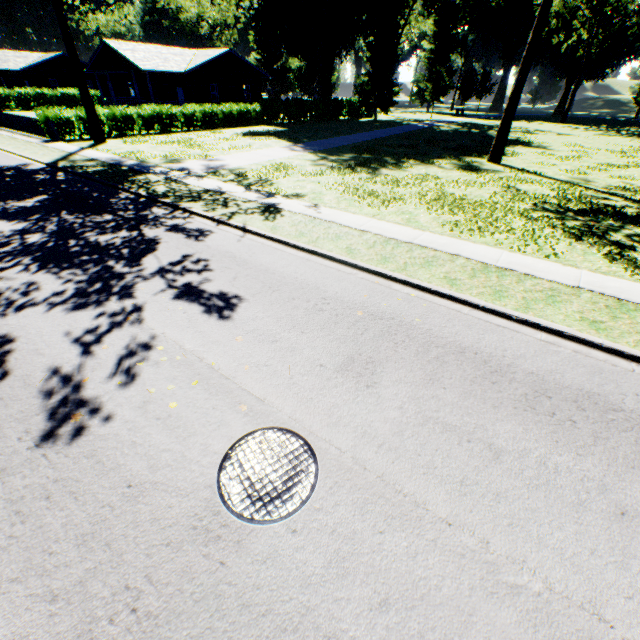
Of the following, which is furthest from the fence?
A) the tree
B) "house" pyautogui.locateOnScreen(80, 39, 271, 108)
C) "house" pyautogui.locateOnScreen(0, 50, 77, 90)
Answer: "house" pyautogui.locateOnScreen(0, 50, 77, 90)

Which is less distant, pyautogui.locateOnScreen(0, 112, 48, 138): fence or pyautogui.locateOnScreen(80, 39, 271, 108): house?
pyautogui.locateOnScreen(0, 112, 48, 138): fence

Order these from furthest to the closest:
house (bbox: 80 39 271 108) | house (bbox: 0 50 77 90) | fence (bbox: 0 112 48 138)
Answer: house (bbox: 0 50 77 90) → house (bbox: 80 39 271 108) → fence (bbox: 0 112 48 138)

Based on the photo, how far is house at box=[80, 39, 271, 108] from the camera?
31.2m

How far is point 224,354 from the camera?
5.3m

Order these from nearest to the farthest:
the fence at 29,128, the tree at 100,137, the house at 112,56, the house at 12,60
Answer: the tree at 100,137, the fence at 29,128, the house at 112,56, the house at 12,60

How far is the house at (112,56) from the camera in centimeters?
3122cm

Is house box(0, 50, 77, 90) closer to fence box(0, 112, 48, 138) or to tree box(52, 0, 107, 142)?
fence box(0, 112, 48, 138)
